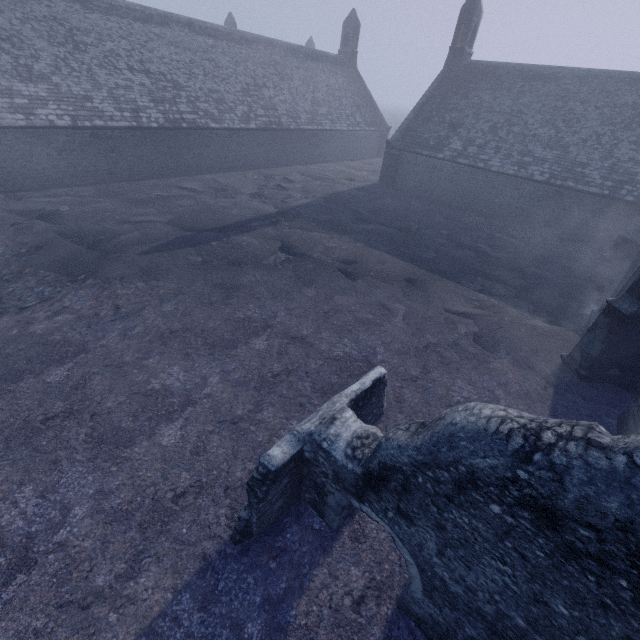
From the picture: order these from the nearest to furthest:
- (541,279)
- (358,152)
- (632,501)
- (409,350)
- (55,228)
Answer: (632,501) → (409,350) → (55,228) → (541,279) → (358,152)
